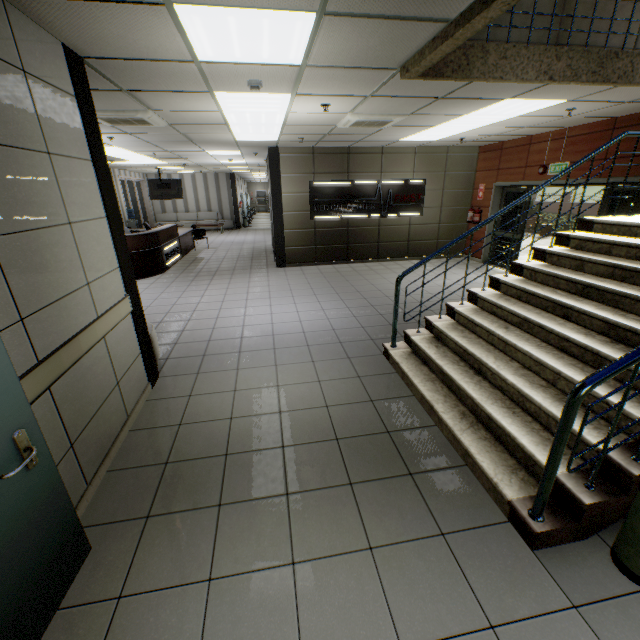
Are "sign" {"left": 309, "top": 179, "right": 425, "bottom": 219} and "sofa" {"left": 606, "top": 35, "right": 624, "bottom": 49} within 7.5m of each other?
yes

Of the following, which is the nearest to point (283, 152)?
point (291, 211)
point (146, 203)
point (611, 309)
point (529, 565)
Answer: point (291, 211)

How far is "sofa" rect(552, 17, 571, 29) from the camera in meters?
3.6 m

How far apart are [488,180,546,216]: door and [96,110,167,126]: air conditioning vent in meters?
8.0 m

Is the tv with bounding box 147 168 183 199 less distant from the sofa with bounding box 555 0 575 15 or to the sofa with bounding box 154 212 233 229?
the sofa with bounding box 154 212 233 229

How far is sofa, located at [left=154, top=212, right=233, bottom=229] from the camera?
19.16m

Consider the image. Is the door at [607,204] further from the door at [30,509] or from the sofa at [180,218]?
the sofa at [180,218]

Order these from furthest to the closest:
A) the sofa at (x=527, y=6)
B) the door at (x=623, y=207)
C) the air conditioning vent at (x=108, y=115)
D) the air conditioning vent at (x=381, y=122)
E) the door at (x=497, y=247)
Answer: the door at (x=497, y=247) → the door at (x=623, y=207) → the air conditioning vent at (x=381, y=122) → the air conditioning vent at (x=108, y=115) → the sofa at (x=527, y=6)
